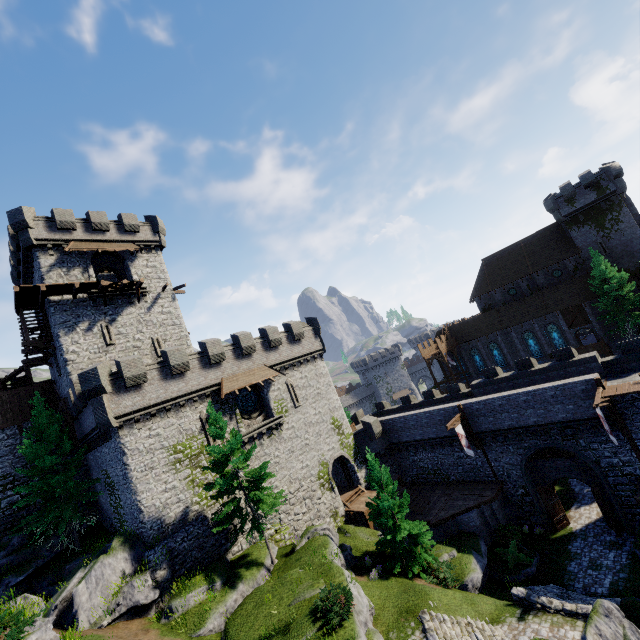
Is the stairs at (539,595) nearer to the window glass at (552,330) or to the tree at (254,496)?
the tree at (254,496)

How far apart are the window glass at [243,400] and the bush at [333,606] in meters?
14.0 m

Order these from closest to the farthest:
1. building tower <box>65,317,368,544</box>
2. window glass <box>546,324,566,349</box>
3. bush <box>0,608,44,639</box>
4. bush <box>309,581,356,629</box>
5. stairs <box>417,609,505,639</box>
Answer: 1. bush <box>0,608,44,639</box>
2. bush <box>309,581,356,629</box>
3. stairs <box>417,609,505,639</box>
4. building tower <box>65,317,368,544</box>
5. window glass <box>546,324,566,349</box>

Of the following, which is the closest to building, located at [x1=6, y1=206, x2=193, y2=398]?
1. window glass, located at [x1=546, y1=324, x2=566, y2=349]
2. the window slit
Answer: the window slit

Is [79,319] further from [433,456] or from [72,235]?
[433,456]

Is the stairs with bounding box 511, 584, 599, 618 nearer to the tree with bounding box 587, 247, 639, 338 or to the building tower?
the building tower

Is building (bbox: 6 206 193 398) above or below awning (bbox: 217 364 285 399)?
above

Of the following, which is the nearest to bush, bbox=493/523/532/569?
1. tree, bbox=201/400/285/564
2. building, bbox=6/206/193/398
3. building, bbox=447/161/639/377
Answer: tree, bbox=201/400/285/564
